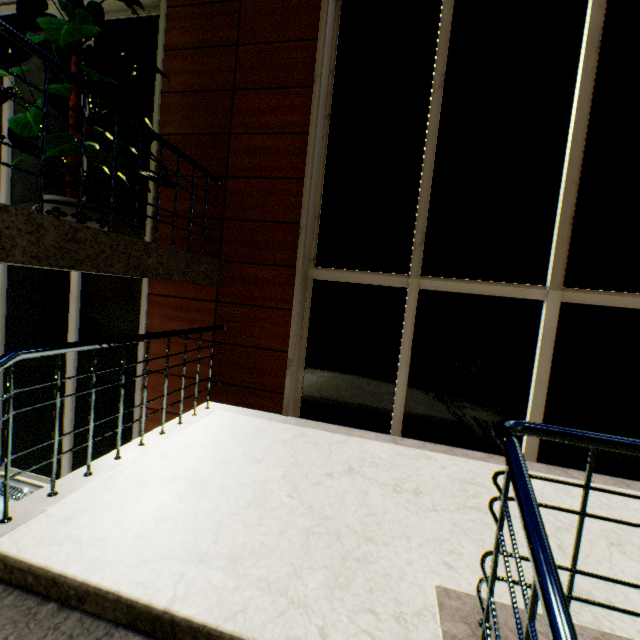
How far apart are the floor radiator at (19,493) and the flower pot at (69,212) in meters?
3.6

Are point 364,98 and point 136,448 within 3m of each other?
no

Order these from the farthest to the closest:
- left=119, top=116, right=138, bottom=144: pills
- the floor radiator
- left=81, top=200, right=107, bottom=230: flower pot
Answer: the floor radiator < left=119, top=116, right=138, bottom=144: pills < left=81, top=200, right=107, bottom=230: flower pot

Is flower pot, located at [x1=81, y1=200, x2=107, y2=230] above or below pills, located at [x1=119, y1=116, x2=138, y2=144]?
below

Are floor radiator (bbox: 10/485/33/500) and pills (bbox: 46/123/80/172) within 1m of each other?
no

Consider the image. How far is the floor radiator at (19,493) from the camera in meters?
4.4 m

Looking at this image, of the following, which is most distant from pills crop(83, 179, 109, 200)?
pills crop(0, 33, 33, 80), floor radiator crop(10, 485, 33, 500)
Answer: floor radiator crop(10, 485, 33, 500)

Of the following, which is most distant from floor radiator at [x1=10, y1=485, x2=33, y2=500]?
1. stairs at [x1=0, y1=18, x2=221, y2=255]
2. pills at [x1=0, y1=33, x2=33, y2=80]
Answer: pills at [x1=0, y1=33, x2=33, y2=80]
